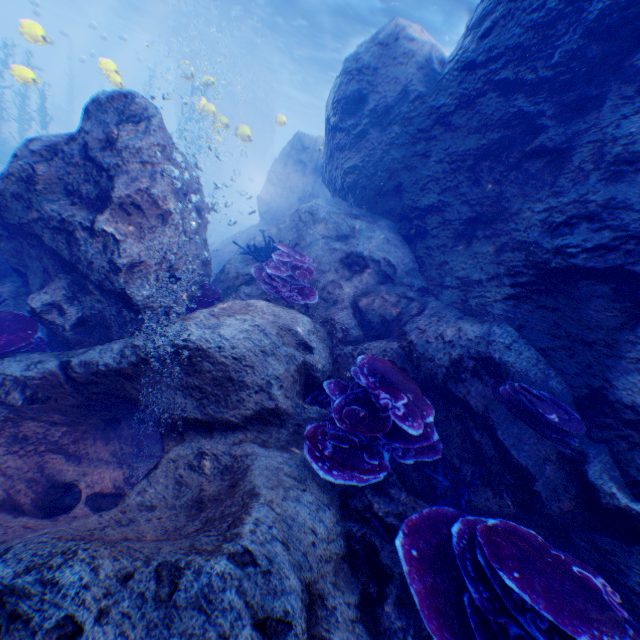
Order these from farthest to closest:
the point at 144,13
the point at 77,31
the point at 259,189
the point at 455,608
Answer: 1. the point at 77,31
2. the point at 144,13
3. the point at 259,189
4. the point at 455,608

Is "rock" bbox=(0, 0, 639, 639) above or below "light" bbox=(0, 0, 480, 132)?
below

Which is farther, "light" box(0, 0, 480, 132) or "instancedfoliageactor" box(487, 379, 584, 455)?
"light" box(0, 0, 480, 132)

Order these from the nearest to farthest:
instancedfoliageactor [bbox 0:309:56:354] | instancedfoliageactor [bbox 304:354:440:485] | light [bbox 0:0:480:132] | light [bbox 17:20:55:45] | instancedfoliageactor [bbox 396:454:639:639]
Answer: instancedfoliageactor [bbox 396:454:639:639]
instancedfoliageactor [bbox 304:354:440:485]
instancedfoliageactor [bbox 0:309:56:354]
light [bbox 17:20:55:45]
light [bbox 0:0:480:132]

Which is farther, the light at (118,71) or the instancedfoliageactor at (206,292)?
the light at (118,71)

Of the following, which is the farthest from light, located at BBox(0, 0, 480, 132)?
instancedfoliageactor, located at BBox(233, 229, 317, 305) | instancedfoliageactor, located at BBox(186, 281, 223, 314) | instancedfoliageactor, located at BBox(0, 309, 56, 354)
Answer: instancedfoliageactor, located at BBox(0, 309, 56, 354)

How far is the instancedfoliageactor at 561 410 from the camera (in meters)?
3.26

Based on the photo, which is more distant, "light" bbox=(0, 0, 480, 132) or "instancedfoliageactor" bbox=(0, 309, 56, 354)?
"light" bbox=(0, 0, 480, 132)
